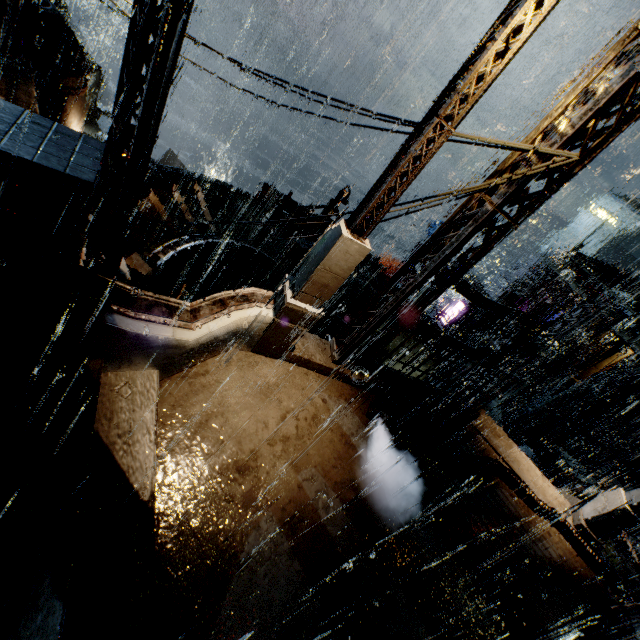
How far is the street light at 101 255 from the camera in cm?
823

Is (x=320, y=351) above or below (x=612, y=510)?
below

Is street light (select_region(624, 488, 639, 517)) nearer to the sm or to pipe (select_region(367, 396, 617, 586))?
pipe (select_region(367, 396, 617, 586))

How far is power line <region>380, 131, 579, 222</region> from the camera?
4.7m

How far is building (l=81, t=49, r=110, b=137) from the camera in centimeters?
3023cm

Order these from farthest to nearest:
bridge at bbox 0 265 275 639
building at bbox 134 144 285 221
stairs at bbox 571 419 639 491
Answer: stairs at bbox 571 419 639 491 → building at bbox 134 144 285 221 → bridge at bbox 0 265 275 639

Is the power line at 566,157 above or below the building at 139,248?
above

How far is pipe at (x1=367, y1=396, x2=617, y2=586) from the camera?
8.3 meters
